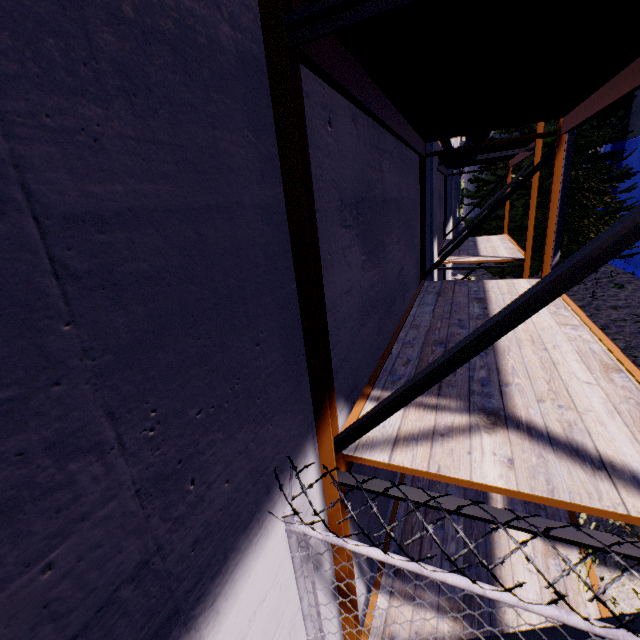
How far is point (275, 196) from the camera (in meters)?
1.38

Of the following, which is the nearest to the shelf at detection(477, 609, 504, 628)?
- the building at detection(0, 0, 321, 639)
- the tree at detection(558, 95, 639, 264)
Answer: the building at detection(0, 0, 321, 639)

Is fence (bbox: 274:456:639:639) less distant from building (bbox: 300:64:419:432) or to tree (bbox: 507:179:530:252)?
building (bbox: 300:64:419:432)

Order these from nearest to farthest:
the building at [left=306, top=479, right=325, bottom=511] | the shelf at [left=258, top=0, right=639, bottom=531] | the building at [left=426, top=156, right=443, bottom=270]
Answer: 1. the shelf at [left=258, top=0, right=639, bottom=531]
2. the building at [left=306, top=479, right=325, bottom=511]
3. the building at [left=426, top=156, right=443, bottom=270]

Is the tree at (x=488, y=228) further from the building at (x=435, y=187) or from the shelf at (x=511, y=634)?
the shelf at (x=511, y=634)

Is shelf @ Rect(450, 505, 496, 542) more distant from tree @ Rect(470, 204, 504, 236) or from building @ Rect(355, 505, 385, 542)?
tree @ Rect(470, 204, 504, 236)
